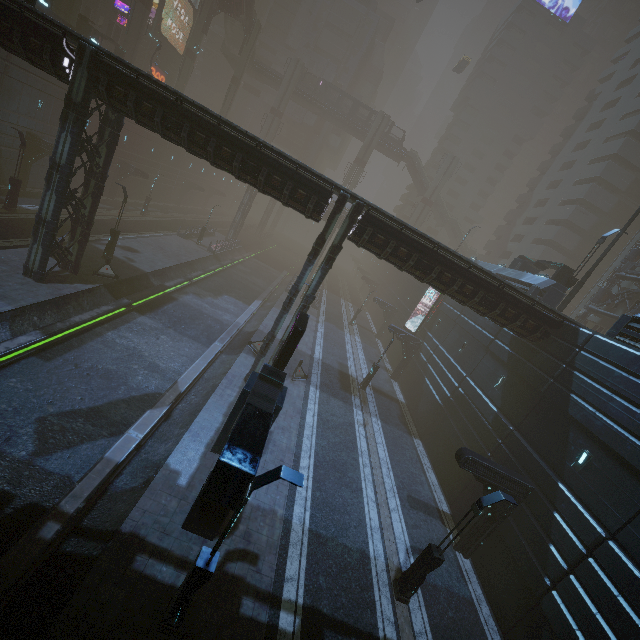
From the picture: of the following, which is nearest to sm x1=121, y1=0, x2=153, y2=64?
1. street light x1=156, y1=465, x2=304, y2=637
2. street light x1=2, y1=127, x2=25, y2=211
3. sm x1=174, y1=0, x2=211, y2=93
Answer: sm x1=174, y1=0, x2=211, y2=93

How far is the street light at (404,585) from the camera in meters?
10.6 m

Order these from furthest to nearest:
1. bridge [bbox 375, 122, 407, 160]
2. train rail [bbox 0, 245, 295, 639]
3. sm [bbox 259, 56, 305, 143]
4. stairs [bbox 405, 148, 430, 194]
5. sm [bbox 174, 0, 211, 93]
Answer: stairs [bbox 405, 148, 430, 194], bridge [bbox 375, 122, 407, 160], sm [bbox 259, 56, 305, 143], sm [bbox 174, 0, 211, 93], train rail [bbox 0, 245, 295, 639]

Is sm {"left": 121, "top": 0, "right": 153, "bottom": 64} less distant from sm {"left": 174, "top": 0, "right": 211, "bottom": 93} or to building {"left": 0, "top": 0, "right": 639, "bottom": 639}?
building {"left": 0, "top": 0, "right": 639, "bottom": 639}

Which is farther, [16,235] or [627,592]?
[16,235]

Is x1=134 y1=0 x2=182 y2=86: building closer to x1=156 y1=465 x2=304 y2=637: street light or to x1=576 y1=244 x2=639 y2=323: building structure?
x1=576 y1=244 x2=639 y2=323: building structure

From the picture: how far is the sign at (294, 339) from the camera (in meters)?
13.90

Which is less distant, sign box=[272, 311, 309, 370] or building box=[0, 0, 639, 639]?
building box=[0, 0, 639, 639]
